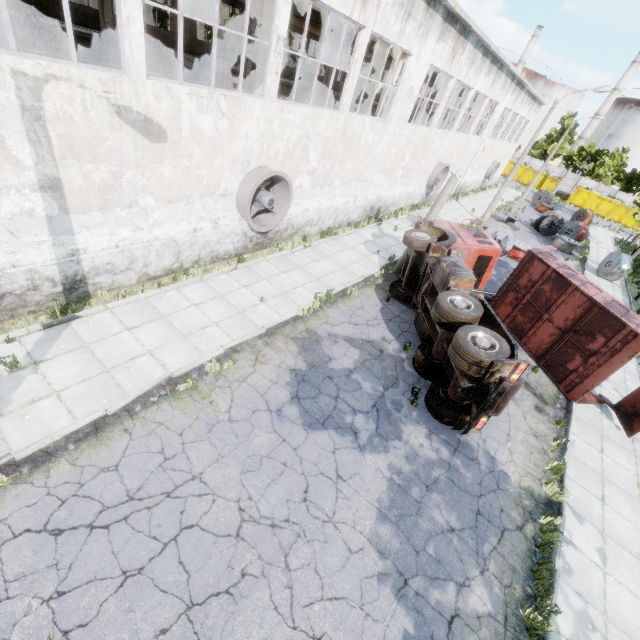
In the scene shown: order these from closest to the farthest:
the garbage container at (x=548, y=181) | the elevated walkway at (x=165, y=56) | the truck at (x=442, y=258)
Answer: the truck at (x=442, y=258)
the elevated walkway at (x=165, y=56)
the garbage container at (x=548, y=181)

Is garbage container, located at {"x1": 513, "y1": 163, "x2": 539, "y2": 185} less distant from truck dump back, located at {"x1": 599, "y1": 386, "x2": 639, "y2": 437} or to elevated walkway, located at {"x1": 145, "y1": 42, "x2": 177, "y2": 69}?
elevated walkway, located at {"x1": 145, "y1": 42, "x2": 177, "y2": 69}

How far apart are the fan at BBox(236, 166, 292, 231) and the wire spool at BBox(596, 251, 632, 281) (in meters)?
24.89

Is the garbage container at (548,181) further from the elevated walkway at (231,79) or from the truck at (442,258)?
the truck at (442,258)

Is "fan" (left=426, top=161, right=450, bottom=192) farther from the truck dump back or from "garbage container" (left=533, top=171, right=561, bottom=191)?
"garbage container" (left=533, top=171, right=561, bottom=191)

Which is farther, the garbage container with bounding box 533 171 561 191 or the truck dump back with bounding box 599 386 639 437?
the garbage container with bounding box 533 171 561 191

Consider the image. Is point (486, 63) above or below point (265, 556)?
above

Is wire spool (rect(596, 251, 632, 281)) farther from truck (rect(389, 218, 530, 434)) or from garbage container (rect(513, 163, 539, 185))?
garbage container (rect(513, 163, 539, 185))
